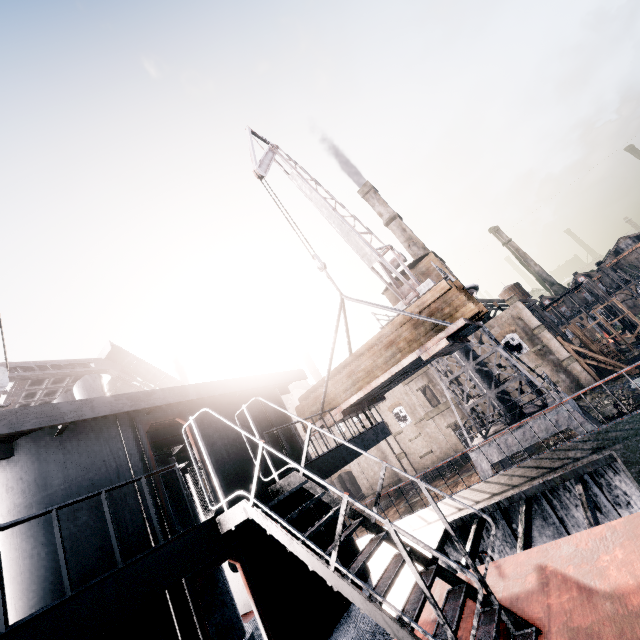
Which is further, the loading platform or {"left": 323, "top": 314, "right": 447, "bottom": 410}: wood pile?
{"left": 323, "top": 314, "right": 447, "bottom": 410}: wood pile

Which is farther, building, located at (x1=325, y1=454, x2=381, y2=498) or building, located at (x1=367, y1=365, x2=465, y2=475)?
building, located at (x1=325, y1=454, x2=381, y2=498)

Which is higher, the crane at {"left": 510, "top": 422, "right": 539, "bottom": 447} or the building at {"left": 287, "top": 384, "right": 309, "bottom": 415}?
the building at {"left": 287, "top": 384, "right": 309, "bottom": 415}

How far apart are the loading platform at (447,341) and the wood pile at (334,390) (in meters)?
0.01

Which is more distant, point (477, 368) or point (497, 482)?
point (477, 368)

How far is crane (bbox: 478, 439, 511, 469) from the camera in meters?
18.0 m

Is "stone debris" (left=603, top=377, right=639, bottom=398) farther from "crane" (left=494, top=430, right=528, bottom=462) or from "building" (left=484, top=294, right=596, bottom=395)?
"crane" (left=494, top=430, right=528, bottom=462)
